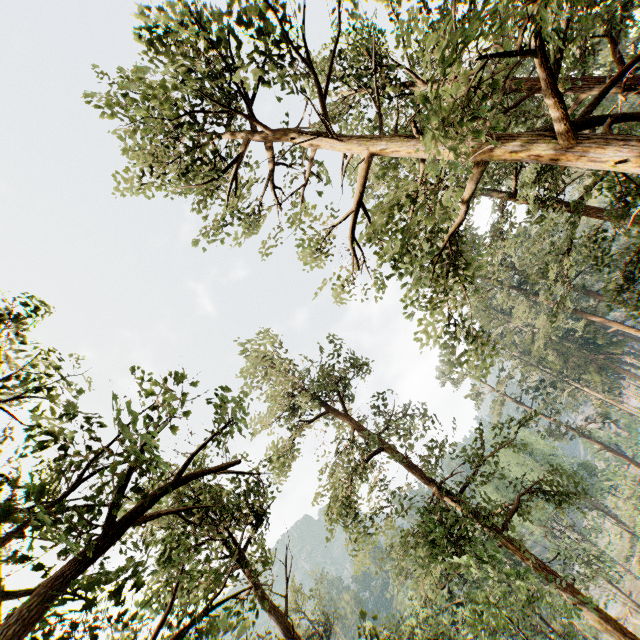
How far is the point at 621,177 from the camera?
13.1m
